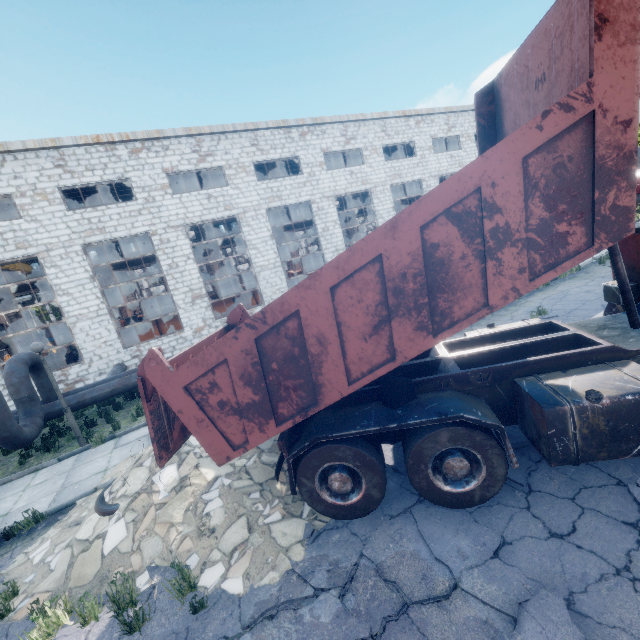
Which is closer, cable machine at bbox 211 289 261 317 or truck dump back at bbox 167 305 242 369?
truck dump back at bbox 167 305 242 369

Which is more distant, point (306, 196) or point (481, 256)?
point (306, 196)

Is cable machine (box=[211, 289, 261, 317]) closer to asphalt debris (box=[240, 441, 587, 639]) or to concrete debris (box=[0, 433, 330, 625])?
concrete debris (box=[0, 433, 330, 625])

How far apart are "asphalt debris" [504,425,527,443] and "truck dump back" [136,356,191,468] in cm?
416

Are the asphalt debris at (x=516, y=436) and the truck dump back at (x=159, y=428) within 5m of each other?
yes

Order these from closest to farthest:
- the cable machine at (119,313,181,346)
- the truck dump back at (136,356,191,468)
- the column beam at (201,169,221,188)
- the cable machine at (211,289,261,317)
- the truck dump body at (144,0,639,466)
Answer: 1. the truck dump body at (144,0,639,466)
2. the truck dump back at (136,356,191,468)
3. the cable machine at (119,313,181,346)
4. the cable machine at (211,289,261,317)
5. the column beam at (201,169,221,188)

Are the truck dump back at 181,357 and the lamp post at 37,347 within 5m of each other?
no

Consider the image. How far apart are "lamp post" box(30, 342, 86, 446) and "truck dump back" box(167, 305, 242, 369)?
6.20m
